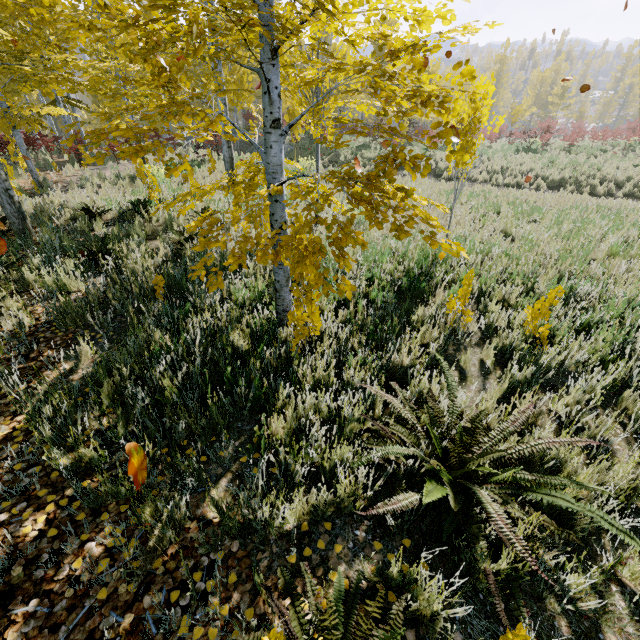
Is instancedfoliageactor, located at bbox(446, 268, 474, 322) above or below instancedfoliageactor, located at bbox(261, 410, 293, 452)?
above

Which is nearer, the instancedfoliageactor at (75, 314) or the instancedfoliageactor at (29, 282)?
the instancedfoliageactor at (75, 314)

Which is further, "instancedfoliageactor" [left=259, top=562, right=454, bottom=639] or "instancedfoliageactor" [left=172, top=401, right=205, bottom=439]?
"instancedfoliageactor" [left=172, top=401, right=205, bottom=439]

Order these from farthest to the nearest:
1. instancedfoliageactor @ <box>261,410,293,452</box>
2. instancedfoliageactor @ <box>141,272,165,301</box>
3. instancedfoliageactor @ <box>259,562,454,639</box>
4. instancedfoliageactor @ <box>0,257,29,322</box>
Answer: instancedfoliageactor @ <box>141,272,165,301</box> → instancedfoliageactor @ <box>0,257,29,322</box> → instancedfoliageactor @ <box>261,410,293,452</box> → instancedfoliageactor @ <box>259,562,454,639</box>

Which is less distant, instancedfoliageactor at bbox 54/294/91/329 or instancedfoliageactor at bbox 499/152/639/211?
instancedfoliageactor at bbox 54/294/91/329

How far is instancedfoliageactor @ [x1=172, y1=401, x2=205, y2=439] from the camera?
2.50m

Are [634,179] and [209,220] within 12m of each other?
no

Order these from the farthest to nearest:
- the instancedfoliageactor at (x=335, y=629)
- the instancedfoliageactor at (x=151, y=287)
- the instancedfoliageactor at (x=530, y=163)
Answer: the instancedfoliageactor at (x=530, y=163) < the instancedfoliageactor at (x=151, y=287) < the instancedfoliageactor at (x=335, y=629)
